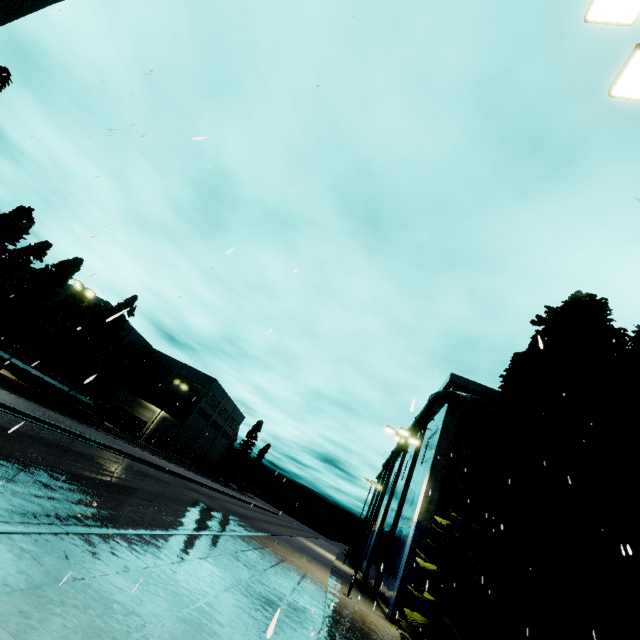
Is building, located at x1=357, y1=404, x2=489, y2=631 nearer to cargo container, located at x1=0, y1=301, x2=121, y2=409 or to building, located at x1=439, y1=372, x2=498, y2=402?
building, located at x1=439, y1=372, x2=498, y2=402

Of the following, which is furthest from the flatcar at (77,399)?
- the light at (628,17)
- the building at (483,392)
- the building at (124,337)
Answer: the building at (483,392)

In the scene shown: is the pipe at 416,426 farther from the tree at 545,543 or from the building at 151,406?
the building at 151,406

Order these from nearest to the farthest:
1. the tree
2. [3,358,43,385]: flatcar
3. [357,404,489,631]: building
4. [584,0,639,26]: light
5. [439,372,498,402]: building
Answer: [584,0,639,26]: light → the tree → [357,404,489,631]: building → [3,358,43,385]: flatcar → [439,372,498,402]: building

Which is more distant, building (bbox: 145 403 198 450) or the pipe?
building (bbox: 145 403 198 450)

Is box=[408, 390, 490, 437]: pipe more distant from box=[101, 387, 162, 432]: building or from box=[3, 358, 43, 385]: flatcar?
box=[101, 387, 162, 432]: building

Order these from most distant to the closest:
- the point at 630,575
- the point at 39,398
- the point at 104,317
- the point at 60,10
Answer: the point at 104,317
the point at 39,398
the point at 60,10
the point at 630,575
